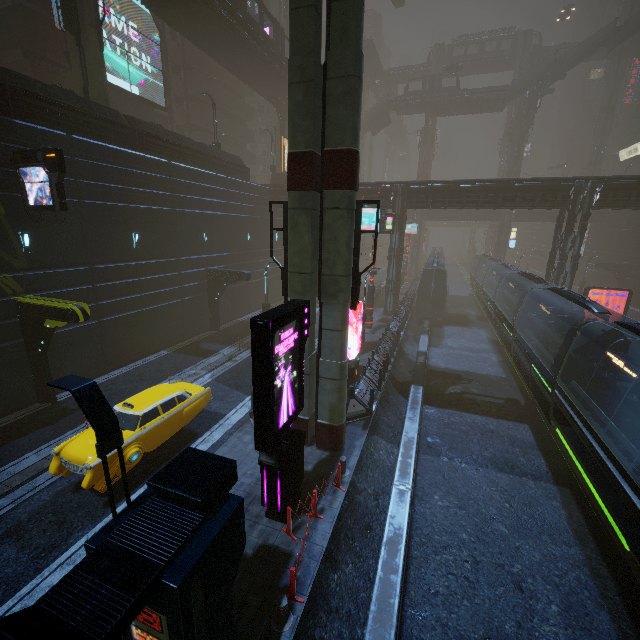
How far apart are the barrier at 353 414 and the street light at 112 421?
9.3 meters

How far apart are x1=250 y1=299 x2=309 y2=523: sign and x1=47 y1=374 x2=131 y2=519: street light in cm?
286

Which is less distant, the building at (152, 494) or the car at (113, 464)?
the building at (152, 494)

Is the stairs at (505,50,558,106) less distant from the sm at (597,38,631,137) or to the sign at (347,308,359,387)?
the sm at (597,38,631,137)

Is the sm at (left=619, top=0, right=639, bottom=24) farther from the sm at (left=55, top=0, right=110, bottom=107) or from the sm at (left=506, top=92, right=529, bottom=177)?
the sm at (left=55, top=0, right=110, bottom=107)

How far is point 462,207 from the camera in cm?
2727

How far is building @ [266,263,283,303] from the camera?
34.00m

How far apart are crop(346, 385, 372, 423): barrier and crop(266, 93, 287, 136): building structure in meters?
37.1 m
